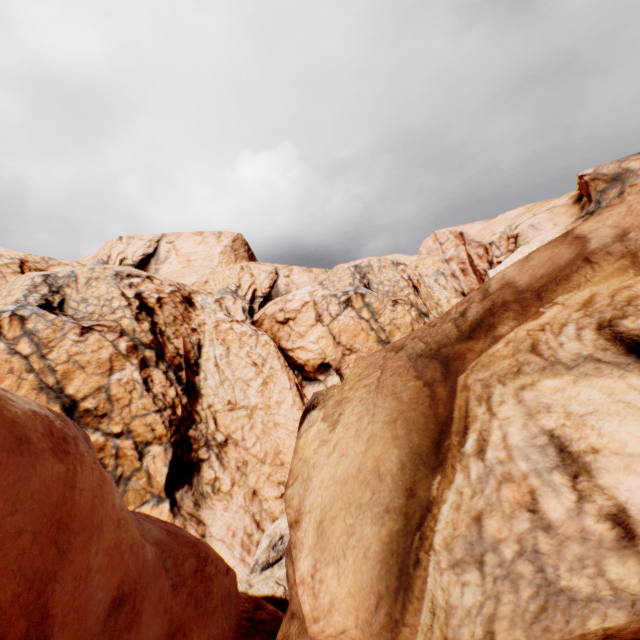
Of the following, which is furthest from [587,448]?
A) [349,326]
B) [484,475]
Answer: [349,326]
